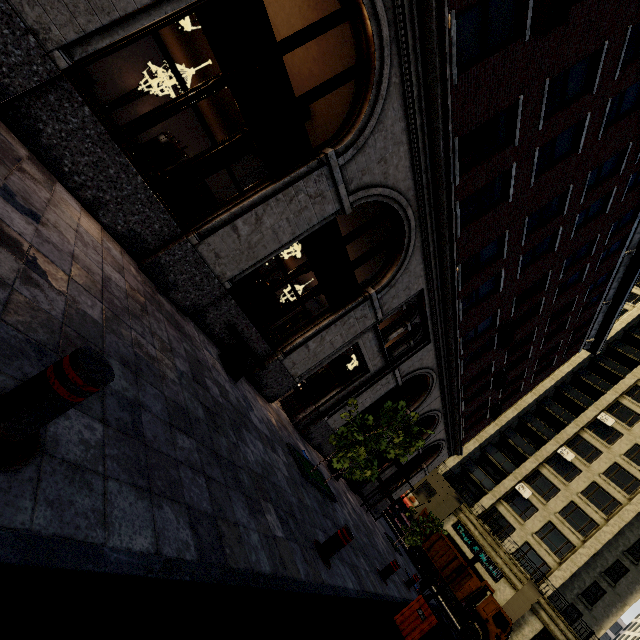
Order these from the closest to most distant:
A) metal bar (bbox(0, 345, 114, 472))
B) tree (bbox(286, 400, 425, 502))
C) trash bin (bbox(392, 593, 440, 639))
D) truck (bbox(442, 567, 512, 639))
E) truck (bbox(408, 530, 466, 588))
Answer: metal bar (bbox(0, 345, 114, 472)), trash bin (bbox(392, 593, 440, 639)), tree (bbox(286, 400, 425, 502)), truck (bbox(442, 567, 512, 639)), truck (bbox(408, 530, 466, 588))

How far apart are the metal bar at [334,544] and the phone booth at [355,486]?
10.8 meters

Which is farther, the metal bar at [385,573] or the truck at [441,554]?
the truck at [441,554]

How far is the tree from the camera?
7.9m

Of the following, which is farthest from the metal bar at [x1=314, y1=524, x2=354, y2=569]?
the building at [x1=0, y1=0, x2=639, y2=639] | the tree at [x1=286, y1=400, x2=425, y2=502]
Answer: the building at [x1=0, y1=0, x2=639, y2=639]

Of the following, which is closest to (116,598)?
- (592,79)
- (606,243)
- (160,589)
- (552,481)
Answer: (160,589)

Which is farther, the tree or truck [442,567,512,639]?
truck [442,567,512,639]

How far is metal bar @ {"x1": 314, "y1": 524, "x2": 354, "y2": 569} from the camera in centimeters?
496cm
